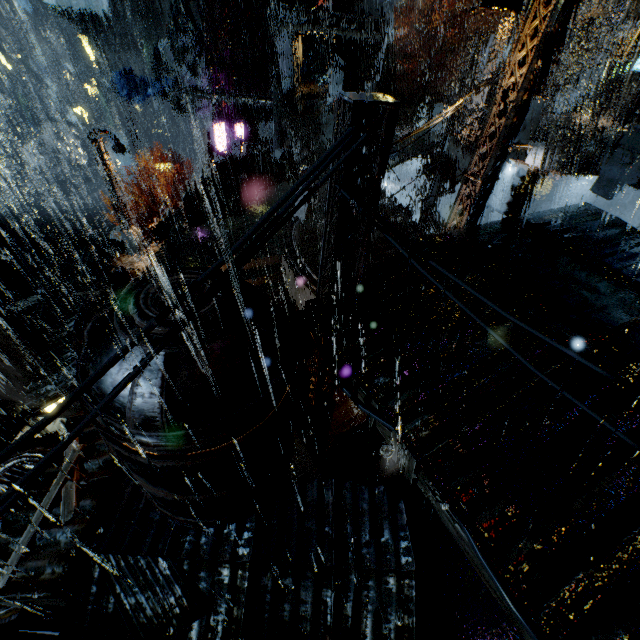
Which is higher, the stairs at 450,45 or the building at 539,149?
the stairs at 450,45

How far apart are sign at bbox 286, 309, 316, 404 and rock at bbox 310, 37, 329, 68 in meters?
67.6 m

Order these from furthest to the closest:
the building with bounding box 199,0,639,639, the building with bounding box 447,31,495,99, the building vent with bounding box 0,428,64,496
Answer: the building with bounding box 447,31,495,99
the building vent with bounding box 0,428,64,496
the building with bounding box 199,0,639,639

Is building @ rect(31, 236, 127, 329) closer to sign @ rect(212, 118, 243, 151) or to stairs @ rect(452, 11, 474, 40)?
sign @ rect(212, 118, 243, 151)

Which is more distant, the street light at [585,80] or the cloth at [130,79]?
the cloth at [130,79]

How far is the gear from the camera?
39.9m

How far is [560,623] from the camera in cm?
396

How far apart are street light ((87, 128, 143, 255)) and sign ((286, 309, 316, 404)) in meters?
19.4
